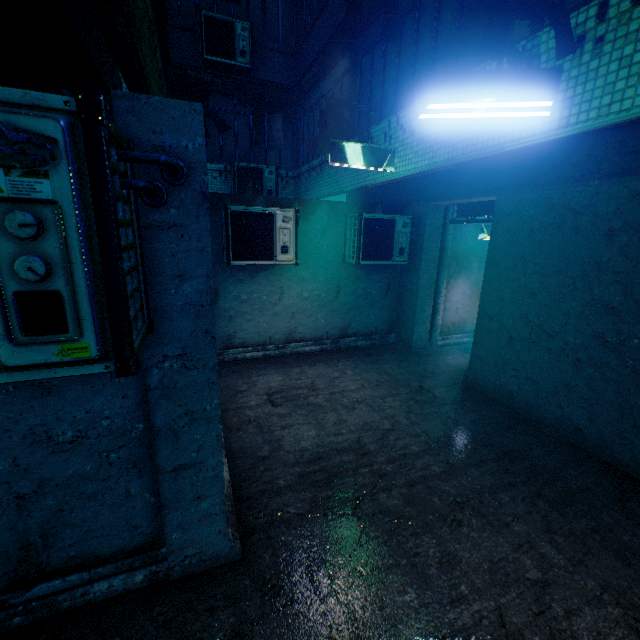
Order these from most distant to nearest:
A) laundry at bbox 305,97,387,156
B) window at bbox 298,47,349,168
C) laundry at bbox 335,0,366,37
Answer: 1. window at bbox 298,47,349,168
2. laundry at bbox 305,97,387,156
3. laundry at bbox 335,0,366,37

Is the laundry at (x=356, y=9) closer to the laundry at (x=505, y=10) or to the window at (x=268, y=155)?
the laundry at (x=505, y=10)

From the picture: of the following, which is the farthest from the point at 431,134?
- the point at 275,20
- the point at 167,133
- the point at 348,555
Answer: the point at 275,20

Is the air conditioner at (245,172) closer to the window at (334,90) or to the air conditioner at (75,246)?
A: the window at (334,90)

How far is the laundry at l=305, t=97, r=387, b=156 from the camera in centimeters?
470cm

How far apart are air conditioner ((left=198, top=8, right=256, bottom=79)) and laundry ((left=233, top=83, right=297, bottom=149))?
4.2 meters

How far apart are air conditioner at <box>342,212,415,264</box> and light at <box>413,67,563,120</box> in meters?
3.2

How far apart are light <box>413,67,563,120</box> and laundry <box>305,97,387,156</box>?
2.57m
